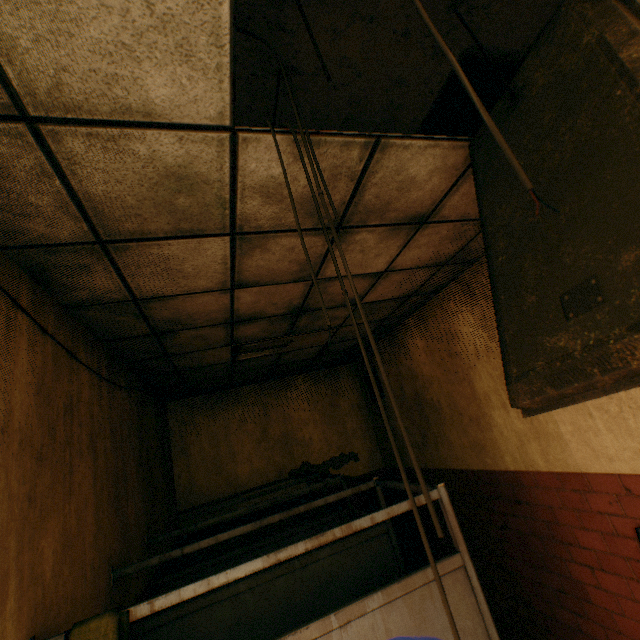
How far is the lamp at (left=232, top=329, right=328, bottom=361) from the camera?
3.9 meters

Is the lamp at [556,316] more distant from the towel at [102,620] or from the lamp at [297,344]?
the lamp at [297,344]

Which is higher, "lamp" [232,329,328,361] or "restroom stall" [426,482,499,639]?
"lamp" [232,329,328,361]

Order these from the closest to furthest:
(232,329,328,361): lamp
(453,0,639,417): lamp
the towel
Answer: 1. (453,0,639,417): lamp
2. the towel
3. (232,329,328,361): lamp

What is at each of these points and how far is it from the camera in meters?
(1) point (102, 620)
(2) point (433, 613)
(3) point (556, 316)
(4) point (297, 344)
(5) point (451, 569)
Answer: (1) towel, 1.4
(2) restroom stall, 1.7
(3) lamp, 0.8
(4) lamp, 4.3
(5) restroom stall, 1.8

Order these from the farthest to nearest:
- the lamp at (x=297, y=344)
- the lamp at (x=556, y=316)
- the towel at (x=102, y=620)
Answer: the lamp at (x=297, y=344)
the towel at (x=102, y=620)
the lamp at (x=556, y=316)

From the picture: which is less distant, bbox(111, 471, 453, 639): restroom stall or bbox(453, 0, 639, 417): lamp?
bbox(453, 0, 639, 417): lamp

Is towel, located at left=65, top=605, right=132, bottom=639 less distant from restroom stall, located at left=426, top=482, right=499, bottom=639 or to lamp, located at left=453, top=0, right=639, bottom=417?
restroom stall, located at left=426, top=482, right=499, bottom=639
